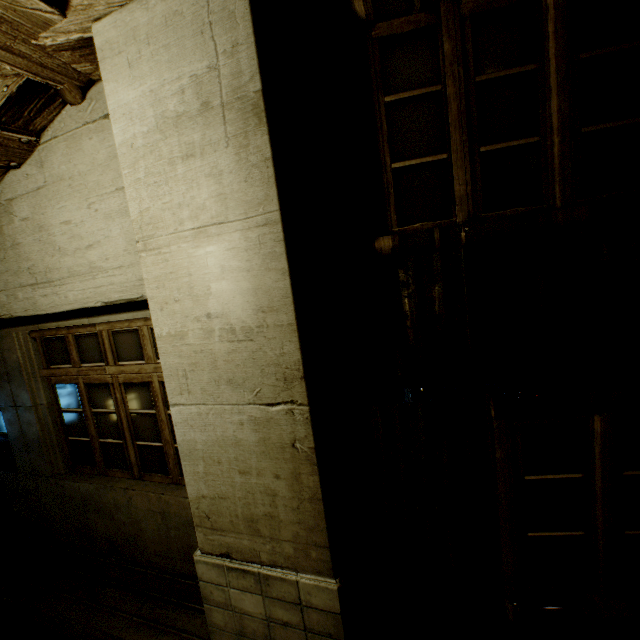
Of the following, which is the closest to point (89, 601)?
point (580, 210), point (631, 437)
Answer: point (631, 437)

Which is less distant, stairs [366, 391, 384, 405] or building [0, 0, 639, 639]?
building [0, 0, 639, 639]

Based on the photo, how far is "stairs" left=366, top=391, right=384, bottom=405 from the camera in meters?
49.8 m

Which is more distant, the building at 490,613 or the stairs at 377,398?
the stairs at 377,398

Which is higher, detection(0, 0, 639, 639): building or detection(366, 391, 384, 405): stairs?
detection(0, 0, 639, 639): building

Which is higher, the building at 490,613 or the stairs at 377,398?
the building at 490,613
